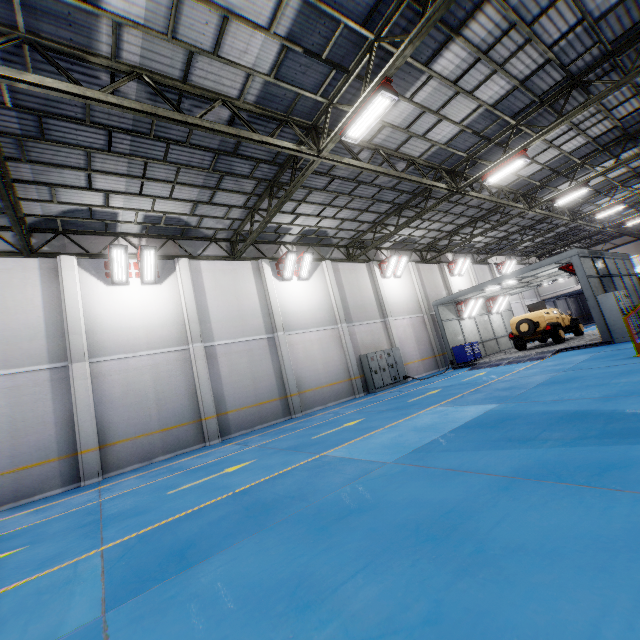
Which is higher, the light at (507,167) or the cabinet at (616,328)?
the light at (507,167)

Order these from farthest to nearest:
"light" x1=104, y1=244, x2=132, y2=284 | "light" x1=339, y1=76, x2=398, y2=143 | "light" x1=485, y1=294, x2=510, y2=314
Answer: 1. "light" x1=485, y1=294, x2=510, y2=314
2. "light" x1=104, y1=244, x2=132, y2=284
3. "light" x1=339, y1=76, x2=398, y2=143

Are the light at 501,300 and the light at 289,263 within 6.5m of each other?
no

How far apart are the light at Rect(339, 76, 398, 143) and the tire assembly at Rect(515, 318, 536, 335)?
15.2 meters

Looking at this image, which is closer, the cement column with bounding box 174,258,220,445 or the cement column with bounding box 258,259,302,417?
the cement column with bounding box 174,258,220,445

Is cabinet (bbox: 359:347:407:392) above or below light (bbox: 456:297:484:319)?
below

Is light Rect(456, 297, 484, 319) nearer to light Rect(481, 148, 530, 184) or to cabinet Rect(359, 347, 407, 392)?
cabinet Rect(359, 347, 407, 392)

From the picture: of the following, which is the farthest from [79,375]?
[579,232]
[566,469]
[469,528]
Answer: [579,232]
